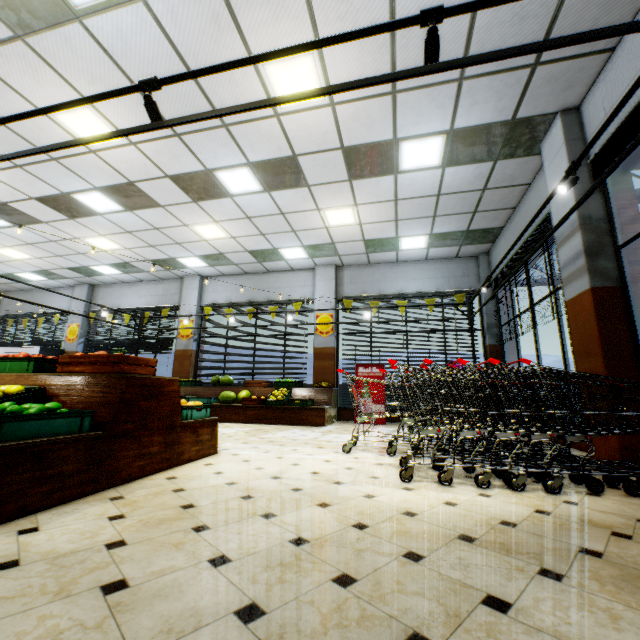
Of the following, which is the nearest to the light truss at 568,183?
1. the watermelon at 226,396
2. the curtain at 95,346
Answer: the curtain at 95,346

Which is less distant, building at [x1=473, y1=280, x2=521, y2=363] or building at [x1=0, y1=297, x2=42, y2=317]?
building at [x1=473, y1=280, x2=521, y2=363]

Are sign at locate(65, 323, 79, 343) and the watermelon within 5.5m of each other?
no

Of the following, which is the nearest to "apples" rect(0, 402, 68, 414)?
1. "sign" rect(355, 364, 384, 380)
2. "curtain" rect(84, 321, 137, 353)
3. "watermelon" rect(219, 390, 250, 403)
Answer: "watermelon" rect(219, 390, 250, 403)

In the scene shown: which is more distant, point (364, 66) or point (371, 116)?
point (371, 116)

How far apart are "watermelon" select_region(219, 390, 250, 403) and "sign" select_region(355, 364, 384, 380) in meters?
3.0 m

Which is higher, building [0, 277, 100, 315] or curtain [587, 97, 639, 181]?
building [0, 277, 100, 315]

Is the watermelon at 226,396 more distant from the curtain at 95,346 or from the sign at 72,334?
the sign at 72,334
